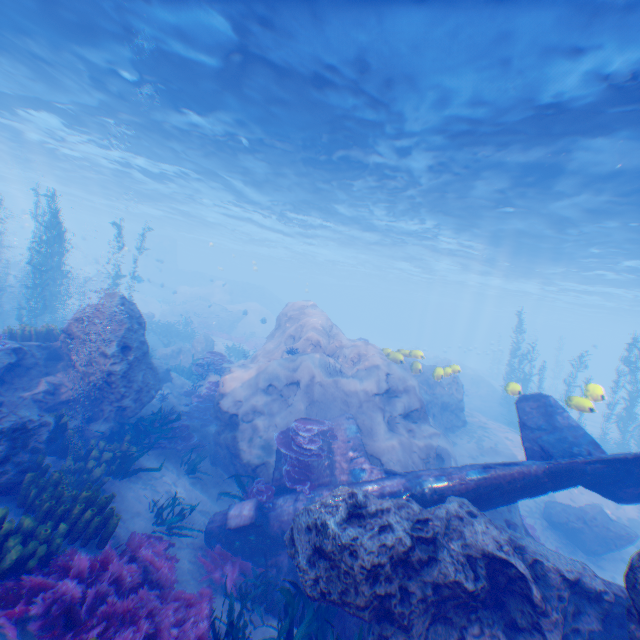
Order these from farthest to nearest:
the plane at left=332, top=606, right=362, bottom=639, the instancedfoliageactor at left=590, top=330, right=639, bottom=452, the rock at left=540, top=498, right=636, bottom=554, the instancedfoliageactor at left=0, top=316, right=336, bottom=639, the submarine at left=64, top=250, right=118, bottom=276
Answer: the submarine at left=64, top=250, right=118, bottom=276, the instancedfoliageactor at left=590, top=330, right=639, bottom=452, the rock at left=540, top=498, right=636, bottom=554, the plane at left=332, top=606, right=362, bottom=639, the instancedfoliageactor at left=0, top=316, right=336, bottom=639

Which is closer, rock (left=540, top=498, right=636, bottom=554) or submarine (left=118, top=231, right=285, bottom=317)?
rock (left=540, top=498, right=636, bottom=554)

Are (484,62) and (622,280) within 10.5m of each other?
no

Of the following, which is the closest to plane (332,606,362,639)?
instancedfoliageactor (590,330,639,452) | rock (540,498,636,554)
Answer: rock (540,498,636,554)

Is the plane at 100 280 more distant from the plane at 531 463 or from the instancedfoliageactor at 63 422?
the plane at 531 463

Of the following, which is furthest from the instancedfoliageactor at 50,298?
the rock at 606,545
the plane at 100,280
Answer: the rock at 606,545

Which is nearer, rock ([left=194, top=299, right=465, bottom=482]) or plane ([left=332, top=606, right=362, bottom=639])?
plane ([left=332, top=606, right=362, bottom=639])

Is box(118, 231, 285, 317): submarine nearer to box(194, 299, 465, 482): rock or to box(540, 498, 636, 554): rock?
box(194, 299, 465, 482): rock
